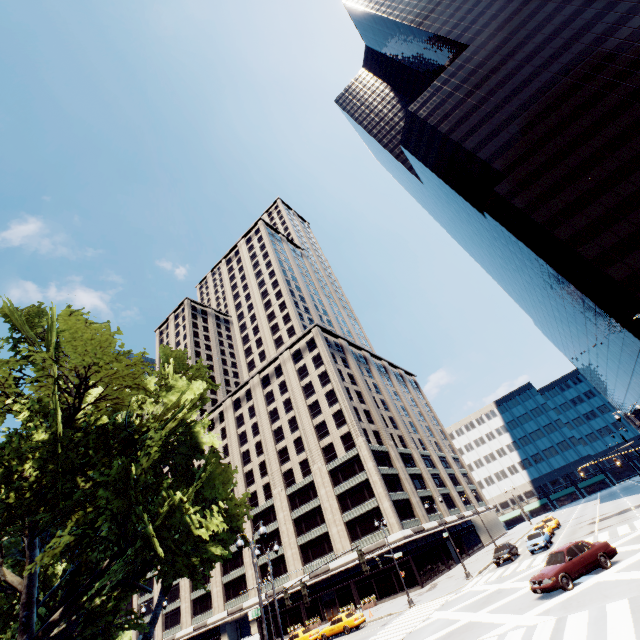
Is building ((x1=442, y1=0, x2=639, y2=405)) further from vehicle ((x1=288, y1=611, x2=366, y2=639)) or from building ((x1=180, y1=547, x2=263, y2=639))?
vehicle ((x1=288, y1=611, x2=366, y2=639))

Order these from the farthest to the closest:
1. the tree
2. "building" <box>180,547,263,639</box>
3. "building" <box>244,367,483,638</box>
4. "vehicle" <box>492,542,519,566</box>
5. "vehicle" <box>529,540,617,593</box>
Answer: "building" <box>180,547,263,639</box>
"building" <box>244,367,483,638</box>
"vehicle" <box>492,542,519,566</box>
"vehicle" <box>529,540,617,593</box>
the tree

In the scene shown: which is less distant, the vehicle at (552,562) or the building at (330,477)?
the vehicle at (552,562)

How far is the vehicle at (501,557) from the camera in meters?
32.1 m

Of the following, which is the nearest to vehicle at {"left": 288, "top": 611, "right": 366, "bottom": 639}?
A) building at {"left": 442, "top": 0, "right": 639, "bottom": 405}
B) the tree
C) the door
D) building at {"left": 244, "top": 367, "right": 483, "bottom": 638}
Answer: building at {"left": 244, "top": 367, "right": 483, "bottom": 638}

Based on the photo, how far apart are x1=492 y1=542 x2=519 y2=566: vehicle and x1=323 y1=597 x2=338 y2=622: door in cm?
2445

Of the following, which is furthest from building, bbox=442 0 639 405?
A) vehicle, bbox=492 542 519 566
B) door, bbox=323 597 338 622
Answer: door, bbox=323 597 338 622

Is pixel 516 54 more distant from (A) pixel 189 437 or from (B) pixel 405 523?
(B) pixel 405 523
